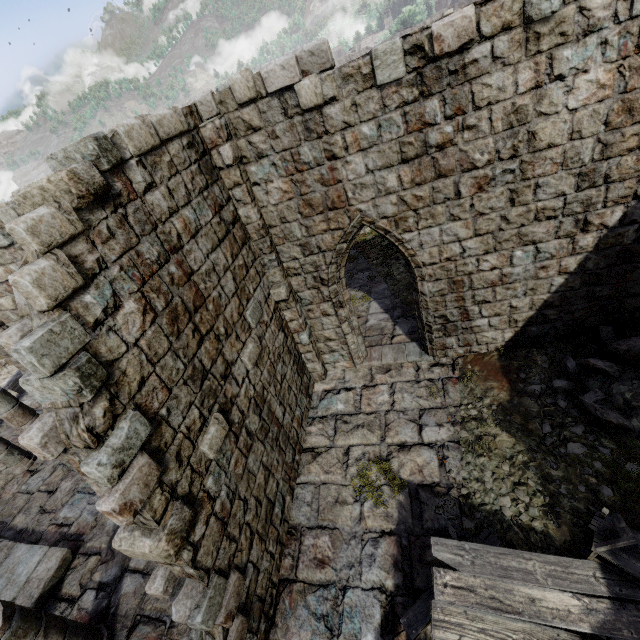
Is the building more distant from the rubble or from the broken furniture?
the broken furniture

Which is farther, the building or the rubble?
the rubble

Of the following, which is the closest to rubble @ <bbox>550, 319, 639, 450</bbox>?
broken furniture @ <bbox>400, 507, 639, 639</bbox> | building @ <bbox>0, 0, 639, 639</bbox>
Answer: building @ <bbox>0, 0, 639, 639</bbox>

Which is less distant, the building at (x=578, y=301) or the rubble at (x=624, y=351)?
the building at (x=578, y=301)

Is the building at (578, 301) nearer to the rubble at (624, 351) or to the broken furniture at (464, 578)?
the rubble at (624, 351)

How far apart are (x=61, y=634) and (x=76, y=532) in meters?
3.4
